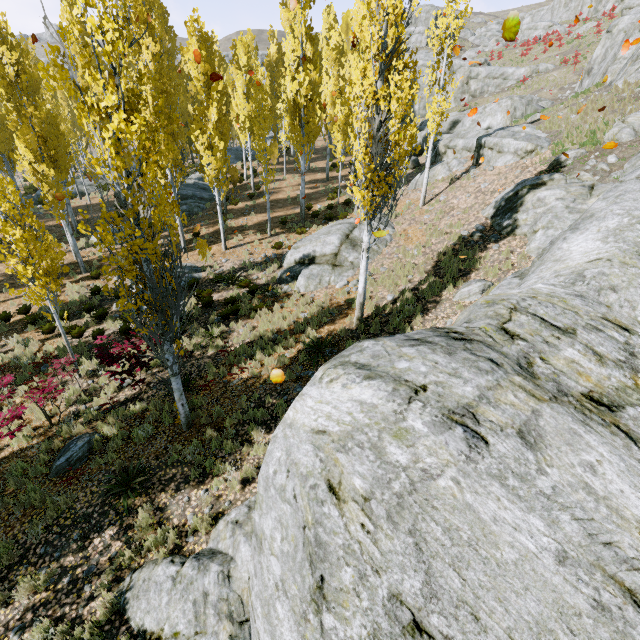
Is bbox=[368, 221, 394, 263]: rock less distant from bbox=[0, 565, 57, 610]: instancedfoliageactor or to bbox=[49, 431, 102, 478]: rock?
bbox=[0, 565, 57, 610]: instancedfoliageactor

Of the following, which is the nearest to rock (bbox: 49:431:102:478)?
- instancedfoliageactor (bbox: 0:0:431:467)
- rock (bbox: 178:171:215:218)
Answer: instancedfoliageactor (bbox: 0:0:431:467)

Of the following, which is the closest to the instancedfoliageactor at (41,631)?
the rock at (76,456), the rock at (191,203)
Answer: the rock at (191,203)

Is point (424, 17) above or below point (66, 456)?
above

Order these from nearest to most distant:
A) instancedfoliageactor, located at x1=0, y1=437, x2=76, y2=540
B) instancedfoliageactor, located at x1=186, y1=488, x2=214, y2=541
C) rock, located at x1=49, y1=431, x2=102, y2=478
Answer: instancedfoliageactor, located at x1=186, y1=488, x2=214, y2=541 < instancedfoliageactor, located at x1=0, y1=437, x2=76, y2=540 < rock, located at x1=49, y1=431, x2=102, y2=478

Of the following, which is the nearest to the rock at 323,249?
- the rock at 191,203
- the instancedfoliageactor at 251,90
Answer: the instancedfoliageactor at 251,90

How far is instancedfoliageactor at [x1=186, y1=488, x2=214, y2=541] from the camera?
5.91m
